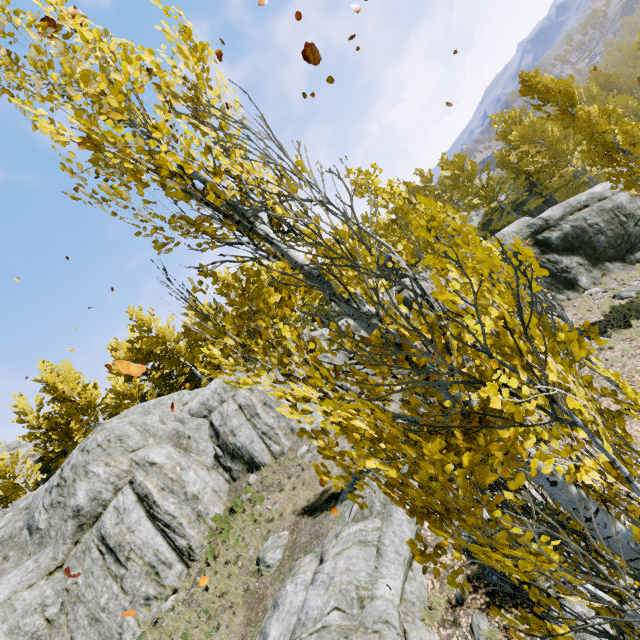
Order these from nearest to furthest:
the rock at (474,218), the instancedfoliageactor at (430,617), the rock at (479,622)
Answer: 1. the rock at (479,622)
2. the instancedfoliageactor at (430,617)
3. the rock at (474,218)

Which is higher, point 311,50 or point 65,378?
point 65,378

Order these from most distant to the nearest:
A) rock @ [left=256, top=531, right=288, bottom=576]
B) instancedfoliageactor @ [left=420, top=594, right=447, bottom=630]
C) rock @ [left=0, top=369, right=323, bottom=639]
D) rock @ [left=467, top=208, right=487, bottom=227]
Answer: rock @ [left=467, top=208, right=487, bottom=227]
rock @ [left=0, top=369, right=323, bottom=639]
rock @ [left=256, top=531, right=288, bottom=576]
instancedfoliageactor @ [left=420, top=594, right=447, bottom=630]

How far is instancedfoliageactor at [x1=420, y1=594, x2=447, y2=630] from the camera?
6.6m

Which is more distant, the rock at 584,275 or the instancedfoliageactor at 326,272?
the rock at 584,275

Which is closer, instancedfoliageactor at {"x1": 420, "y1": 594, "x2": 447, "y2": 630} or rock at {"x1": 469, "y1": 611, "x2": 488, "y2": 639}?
rock at {"x1": 469, "y1": 611, "x2": 488, "y2": 639}

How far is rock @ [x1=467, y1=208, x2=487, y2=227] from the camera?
31.32m
